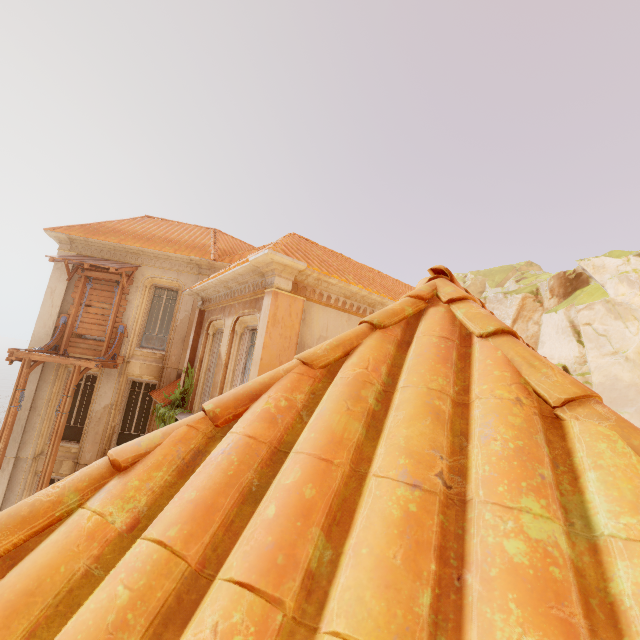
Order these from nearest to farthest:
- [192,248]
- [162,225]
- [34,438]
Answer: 1. [34,438]
2. [192,248]
3. [162,225]

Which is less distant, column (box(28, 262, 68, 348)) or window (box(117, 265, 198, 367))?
column (box(28, 262, 68, 348))

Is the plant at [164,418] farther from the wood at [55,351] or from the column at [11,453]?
the wood at [55,351]

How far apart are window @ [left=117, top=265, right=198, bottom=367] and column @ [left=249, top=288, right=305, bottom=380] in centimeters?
718cm

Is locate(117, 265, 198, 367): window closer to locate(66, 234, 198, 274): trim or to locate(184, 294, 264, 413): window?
locate(66, 234, 198, 274): trim

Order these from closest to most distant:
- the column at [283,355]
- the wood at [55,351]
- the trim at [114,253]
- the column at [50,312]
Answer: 1. the column at [283,355]
2. the wood at [55,351]
3. the column at [50,312]
4. the trim at [114,253]

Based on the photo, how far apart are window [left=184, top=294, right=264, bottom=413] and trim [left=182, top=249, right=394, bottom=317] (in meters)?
0.01

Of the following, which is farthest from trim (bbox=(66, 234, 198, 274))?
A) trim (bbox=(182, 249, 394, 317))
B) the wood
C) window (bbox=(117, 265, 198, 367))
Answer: trim (bbox=(182, 249, 394, 317))
